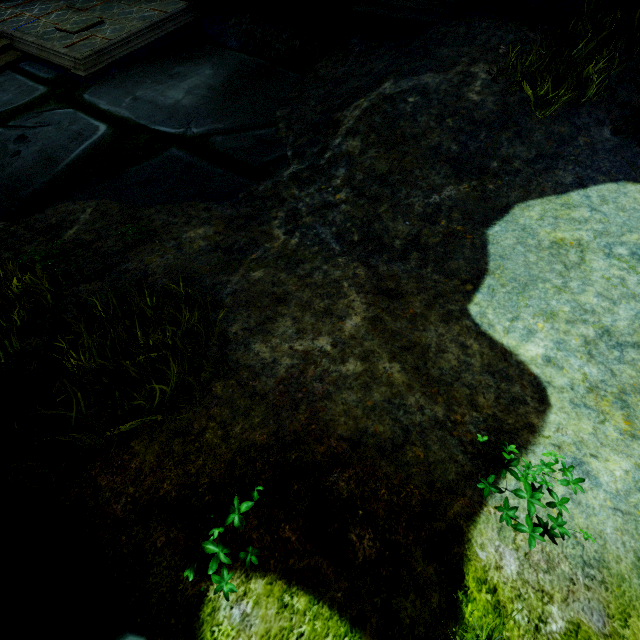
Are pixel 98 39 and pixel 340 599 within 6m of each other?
no

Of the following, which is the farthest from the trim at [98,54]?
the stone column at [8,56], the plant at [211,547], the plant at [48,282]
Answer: the plant at [211,547]

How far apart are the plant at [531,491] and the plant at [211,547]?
1.2 meters

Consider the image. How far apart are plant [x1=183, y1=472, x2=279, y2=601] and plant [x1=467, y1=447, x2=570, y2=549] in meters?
1.2 m

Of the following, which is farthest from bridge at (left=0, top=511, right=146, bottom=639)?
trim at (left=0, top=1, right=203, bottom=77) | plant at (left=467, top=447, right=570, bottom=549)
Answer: trim at (left=0, top=1, right=203, bottom=77)

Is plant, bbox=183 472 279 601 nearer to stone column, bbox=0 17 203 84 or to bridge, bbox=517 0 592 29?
bridge, bbox=517 0 592 29

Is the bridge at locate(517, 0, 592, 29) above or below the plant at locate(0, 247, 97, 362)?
above

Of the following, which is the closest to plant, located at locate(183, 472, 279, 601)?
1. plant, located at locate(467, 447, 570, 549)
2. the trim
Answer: plant, located at locate(467, 447, 570, 549)
